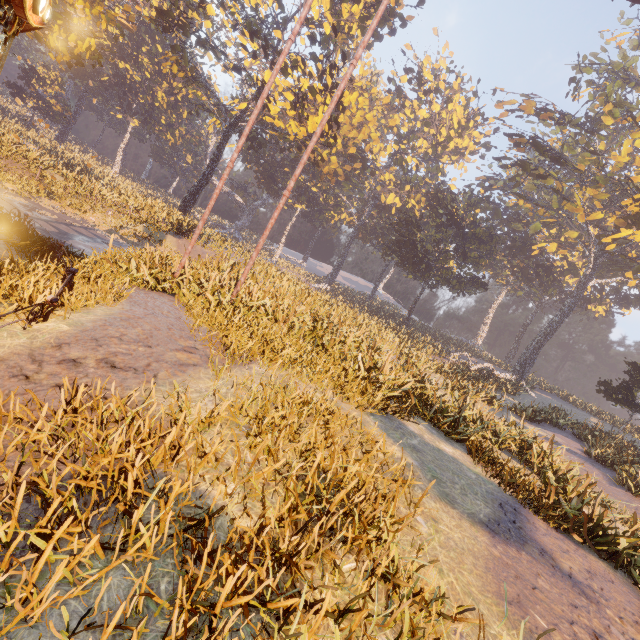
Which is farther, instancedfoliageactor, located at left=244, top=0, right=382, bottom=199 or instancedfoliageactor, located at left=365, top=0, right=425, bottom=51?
instancedfoliageactor, located at left=365, top=0, right=425, bottom=51

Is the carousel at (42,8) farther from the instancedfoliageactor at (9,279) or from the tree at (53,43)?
the tree at (53,43)

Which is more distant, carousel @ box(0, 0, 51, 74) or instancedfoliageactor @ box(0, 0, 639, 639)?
carousel @ box(0, 0, 51, 74)

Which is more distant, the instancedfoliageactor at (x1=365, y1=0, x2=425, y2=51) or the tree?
the instancedfoliageactor at (x1=365, y1=0, x2=425, y2=51)

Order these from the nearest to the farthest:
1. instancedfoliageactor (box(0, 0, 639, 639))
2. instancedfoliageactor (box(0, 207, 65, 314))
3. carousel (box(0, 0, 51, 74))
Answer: instancedfoliageactor (box(0, 0, 639, 639)) < carousel (box(0, 0, 51, 74)) < instancedfoliageactor (box(0, 207, 65, 314))

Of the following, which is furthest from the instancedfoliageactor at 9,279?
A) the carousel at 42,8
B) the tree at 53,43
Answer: the tree at 53,43

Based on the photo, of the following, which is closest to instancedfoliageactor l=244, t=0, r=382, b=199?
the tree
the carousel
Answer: the carousel

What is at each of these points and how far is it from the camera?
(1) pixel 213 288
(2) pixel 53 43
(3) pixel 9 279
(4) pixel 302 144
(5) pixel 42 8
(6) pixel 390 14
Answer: (1) instancedfoliageactor, 10.0m
(2) tree, 18.3m
(3) instancedfoliageactor, 6.2m
(4) instancedfoliageactor, 32.3m
(5) carousel, 4.5m
(6) instancedfoliageactor, 28.4m
